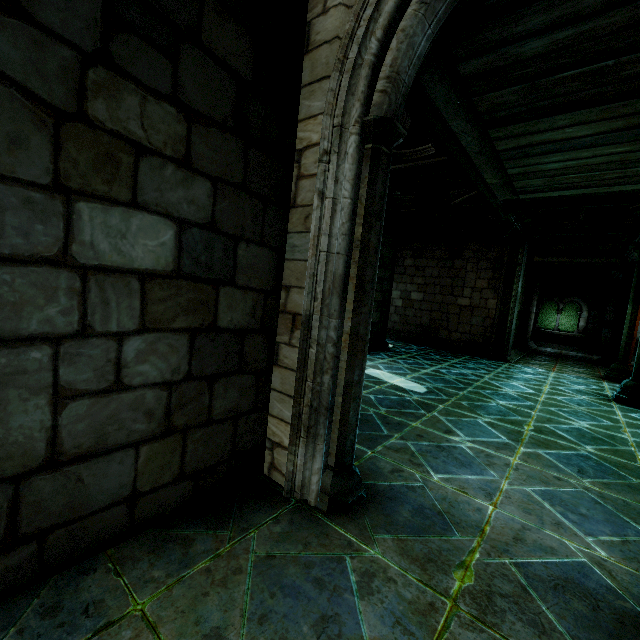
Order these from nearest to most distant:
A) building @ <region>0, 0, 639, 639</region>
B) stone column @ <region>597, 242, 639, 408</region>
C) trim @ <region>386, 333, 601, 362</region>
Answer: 1. building @ <region>0, 0, 639, 639</region>
2. stone column @ <region>597, 242, 639, 408</region>
3. trim @ <region>386, 333, 601, 362</region>

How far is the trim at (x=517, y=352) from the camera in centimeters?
1178cm

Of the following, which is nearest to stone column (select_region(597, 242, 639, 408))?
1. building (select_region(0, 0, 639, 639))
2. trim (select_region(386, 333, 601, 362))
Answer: building (select_region(0, 0, 639, 639))

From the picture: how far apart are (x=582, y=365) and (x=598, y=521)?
12.3m

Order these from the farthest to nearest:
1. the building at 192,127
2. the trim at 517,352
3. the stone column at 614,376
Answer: the trim at 517,352 < the stone column at 614,376 < the building at 192,127

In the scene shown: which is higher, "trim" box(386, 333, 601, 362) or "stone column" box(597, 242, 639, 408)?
"stone column" box(597, 242, 639, 408)

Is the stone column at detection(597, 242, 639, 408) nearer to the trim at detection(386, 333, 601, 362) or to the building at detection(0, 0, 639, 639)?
the building at detection(0, 0, 639, 639)

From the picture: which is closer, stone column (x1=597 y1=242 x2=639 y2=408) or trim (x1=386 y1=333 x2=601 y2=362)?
stone column (x1=597 y1=242 x2=639 y2=408)
